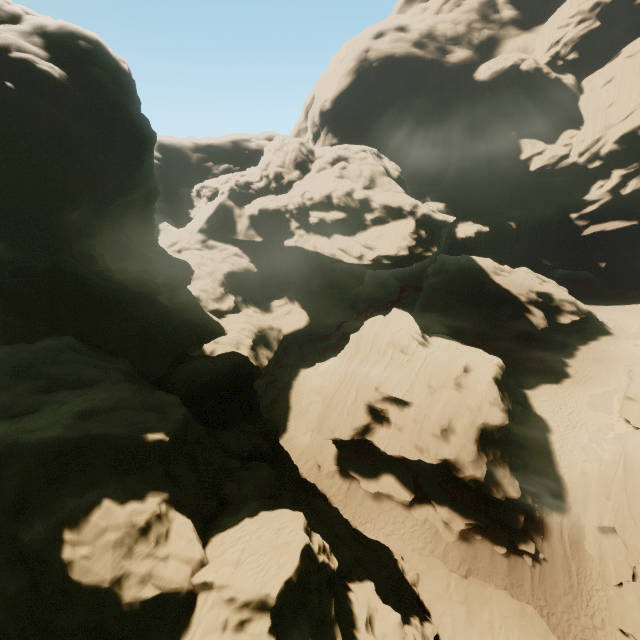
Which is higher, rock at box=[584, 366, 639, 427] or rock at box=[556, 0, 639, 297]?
rock at box=[556, 0, 639, 297]

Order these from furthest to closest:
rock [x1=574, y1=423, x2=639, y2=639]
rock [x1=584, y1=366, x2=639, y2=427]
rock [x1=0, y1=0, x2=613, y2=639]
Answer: rock [x1=584, y1=366, x2=639, y2=427], rock [x1=574, y1=423, x2=639, y2=639], rock [x1=0, y1=0, x2=613, y2=639]

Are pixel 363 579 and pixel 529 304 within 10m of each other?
no

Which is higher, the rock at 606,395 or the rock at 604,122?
the rock at 604,122

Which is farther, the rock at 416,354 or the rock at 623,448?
the rock at 623,448

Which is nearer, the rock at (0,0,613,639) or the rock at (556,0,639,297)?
the rock at (0,0,613,639)
